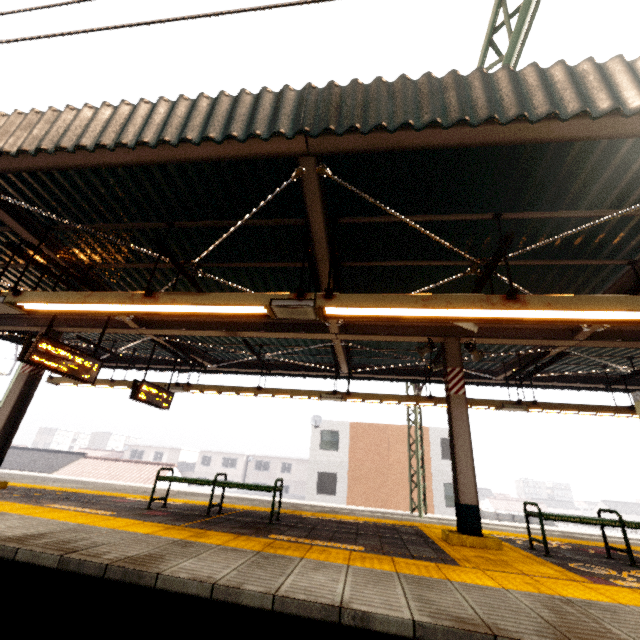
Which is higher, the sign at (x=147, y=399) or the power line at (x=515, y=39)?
the power line at (x=515, y=39)

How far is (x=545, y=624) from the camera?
2.3 meters

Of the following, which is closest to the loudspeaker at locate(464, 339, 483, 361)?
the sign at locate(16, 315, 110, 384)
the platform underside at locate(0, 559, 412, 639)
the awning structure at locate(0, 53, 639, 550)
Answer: the awning structure at locate(0, 53, 639, 550)

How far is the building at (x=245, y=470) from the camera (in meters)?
47.34

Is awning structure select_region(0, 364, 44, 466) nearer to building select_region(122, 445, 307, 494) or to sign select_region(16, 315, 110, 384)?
sign select_region(16, 315, 110, 384)

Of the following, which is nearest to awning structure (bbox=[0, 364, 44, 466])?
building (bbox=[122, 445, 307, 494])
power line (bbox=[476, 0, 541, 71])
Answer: power line (bbox=[476, 0, 541, 71])

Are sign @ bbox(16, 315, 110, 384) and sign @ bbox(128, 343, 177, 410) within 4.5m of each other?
yes

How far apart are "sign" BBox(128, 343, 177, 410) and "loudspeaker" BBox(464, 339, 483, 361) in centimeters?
772cm
